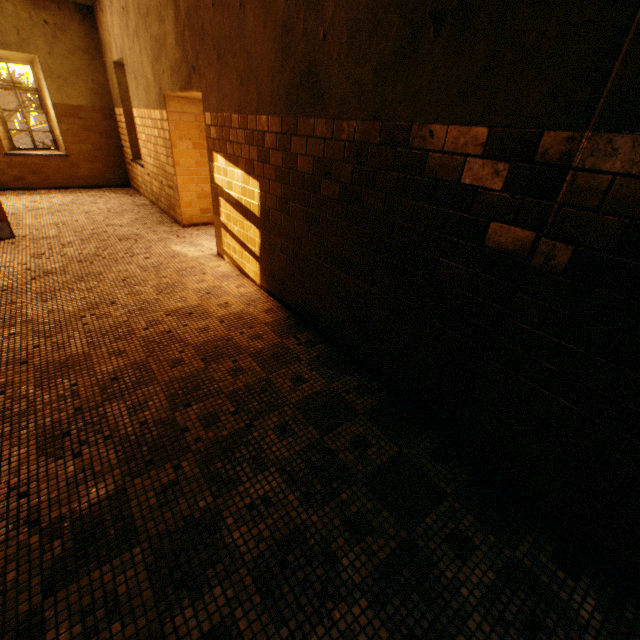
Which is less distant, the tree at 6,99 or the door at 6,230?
the door at 6,230

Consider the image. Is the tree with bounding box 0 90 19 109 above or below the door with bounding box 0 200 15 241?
above

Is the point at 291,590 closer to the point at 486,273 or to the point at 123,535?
the point at 123,535

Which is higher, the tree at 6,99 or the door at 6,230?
the tree at 6,99

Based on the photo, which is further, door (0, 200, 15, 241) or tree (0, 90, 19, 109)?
tree (0, 90, 19, 109)
